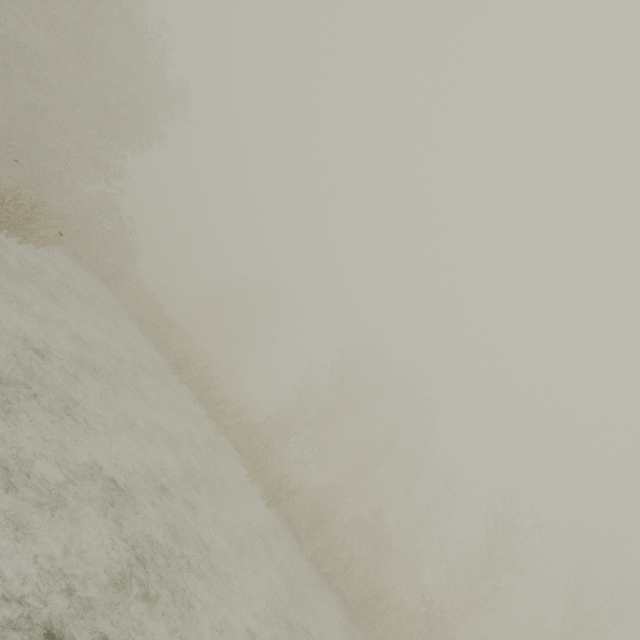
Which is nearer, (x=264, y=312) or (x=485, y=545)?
(x=485, y=545)
